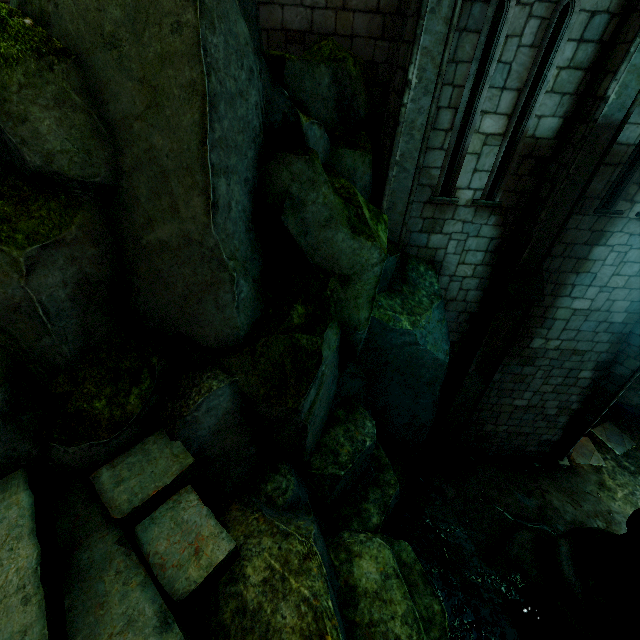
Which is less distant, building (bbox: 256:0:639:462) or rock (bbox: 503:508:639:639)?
building (bbox: 256:0:639:462)

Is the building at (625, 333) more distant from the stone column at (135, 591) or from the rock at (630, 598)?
the stone column at (135, 591)

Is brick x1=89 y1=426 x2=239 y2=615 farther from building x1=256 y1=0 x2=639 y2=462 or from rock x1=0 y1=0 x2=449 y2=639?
building x1=256 y1=0 x2=639 y2=462

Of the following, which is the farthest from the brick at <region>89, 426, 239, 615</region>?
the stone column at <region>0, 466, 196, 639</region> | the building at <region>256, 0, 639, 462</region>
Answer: the building at <region>256, 0, 639, 462</region>

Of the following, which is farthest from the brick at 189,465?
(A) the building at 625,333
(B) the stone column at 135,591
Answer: (A) the building at 625,333

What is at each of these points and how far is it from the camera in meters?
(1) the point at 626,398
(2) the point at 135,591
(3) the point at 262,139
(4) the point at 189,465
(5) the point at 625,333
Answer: (1) rock, 13.1
(2) stone column, 2.6
(3) rock, 3.8
(4) brick, 3.4
(5) building, 8.5

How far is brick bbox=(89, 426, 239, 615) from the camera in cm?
288

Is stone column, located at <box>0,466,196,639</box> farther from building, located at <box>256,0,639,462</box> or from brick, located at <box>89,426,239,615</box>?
building, located at <box>256,0,639,462</box>
